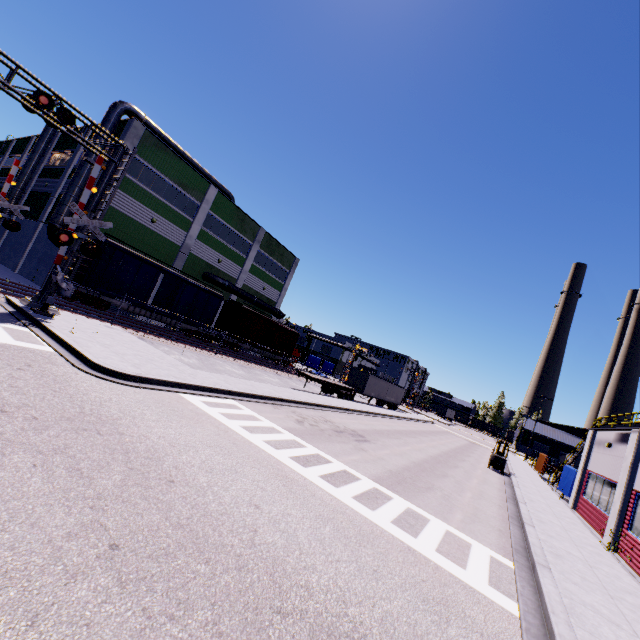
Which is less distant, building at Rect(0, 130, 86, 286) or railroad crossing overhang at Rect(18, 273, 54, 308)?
railroad crossing overhang at Rect(18, 273, 54, 308)

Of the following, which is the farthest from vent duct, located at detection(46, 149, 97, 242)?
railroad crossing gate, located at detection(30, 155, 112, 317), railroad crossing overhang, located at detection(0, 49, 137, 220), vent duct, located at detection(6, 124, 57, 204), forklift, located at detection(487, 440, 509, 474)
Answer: forklift, located at detection(487, 440, 509, 474)

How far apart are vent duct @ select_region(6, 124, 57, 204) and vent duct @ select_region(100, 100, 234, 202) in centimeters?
1226cm

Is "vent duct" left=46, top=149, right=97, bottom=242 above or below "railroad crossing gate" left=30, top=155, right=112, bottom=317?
above

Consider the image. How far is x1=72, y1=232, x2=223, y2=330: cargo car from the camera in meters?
21.5 m

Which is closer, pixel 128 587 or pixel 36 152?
pixel 128 587

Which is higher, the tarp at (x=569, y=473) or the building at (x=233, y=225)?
→ the building at (x=233, y=225)

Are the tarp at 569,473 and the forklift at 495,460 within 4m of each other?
yes
